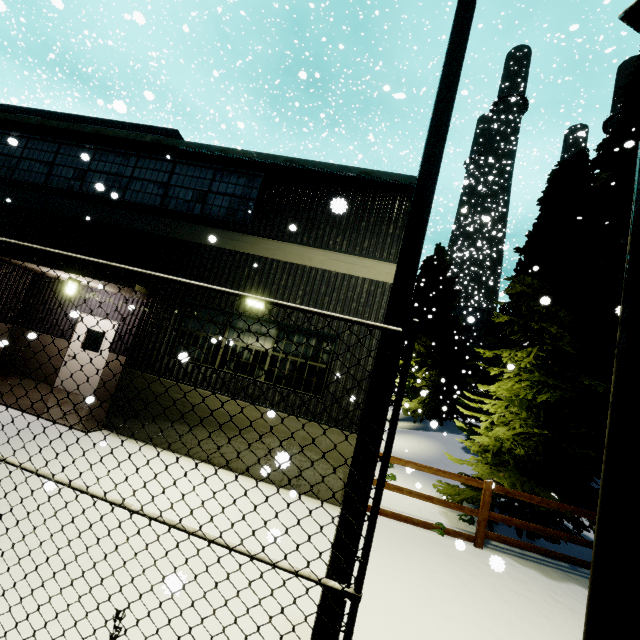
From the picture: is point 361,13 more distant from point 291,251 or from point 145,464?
point 145,464

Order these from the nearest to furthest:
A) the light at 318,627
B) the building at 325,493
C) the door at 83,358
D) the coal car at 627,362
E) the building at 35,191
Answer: the coal car at 627,362 < the light at 318,627 < the building at 325,493 < the building at 35,191 < the door at 83,358

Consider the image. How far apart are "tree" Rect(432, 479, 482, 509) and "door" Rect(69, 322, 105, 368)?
10.6m

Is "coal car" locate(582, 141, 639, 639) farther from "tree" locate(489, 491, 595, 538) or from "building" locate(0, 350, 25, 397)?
"tree" locate(489, 491, 595, 538)

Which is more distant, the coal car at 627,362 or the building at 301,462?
the building at 301,462

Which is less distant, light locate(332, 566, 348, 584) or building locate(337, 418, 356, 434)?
light locate(332, 566, 348, 584)

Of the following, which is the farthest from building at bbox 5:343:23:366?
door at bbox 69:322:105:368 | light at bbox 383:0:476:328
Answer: light at bbox 383:0:476:328
